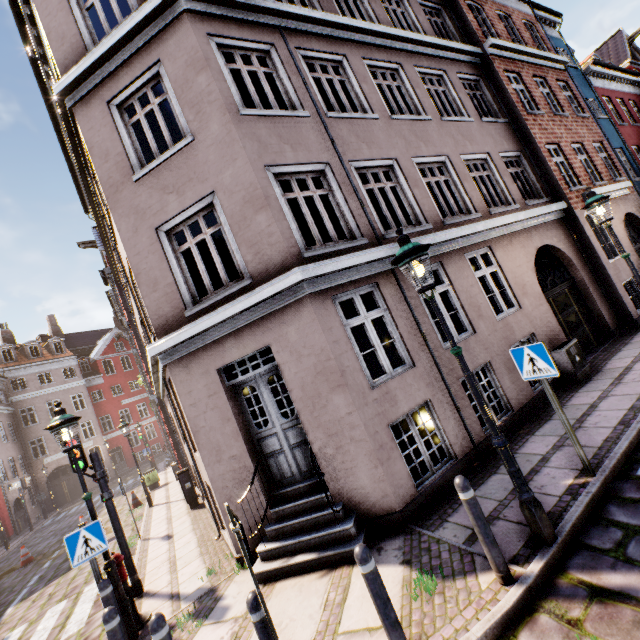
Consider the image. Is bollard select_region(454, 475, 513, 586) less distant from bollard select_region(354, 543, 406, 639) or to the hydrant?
bollard select_region(354, 543, 406, 639)

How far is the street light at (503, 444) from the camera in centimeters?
359cm

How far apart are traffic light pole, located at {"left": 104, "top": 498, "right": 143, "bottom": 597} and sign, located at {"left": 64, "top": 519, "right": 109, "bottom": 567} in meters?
1.6

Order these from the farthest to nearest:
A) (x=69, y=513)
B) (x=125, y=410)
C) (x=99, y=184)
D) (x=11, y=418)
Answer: (x=125, y=410), (x=11, y=418), (x=69, y=513), (x=99, y=184)

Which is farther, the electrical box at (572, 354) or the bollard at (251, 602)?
the electrical box at (572, 354)

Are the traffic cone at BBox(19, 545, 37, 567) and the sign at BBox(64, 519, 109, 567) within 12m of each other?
no

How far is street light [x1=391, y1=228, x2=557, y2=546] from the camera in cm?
359

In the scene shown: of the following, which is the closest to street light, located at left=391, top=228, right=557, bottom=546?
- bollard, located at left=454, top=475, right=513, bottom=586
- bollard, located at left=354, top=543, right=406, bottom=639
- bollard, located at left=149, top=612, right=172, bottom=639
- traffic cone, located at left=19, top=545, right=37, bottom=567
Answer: bollard, located at left=454, top=475, right=513, bottom=586
